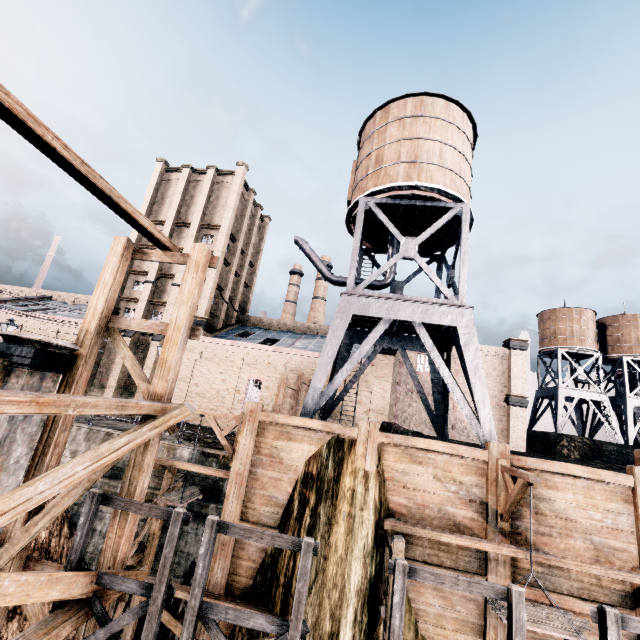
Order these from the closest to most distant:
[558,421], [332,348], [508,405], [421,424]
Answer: [332,348], [508,405], [421,424], [558,421]

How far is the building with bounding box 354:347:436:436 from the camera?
28.4 meters

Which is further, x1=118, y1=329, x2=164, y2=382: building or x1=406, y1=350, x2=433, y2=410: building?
x1=406, y1=350, x2=433, y2=410: building

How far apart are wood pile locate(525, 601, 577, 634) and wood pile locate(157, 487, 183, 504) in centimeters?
1143cm

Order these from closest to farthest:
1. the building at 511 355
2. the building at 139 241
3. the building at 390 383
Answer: the building at 390 383 < the building at 511 355 < the building at 139 241

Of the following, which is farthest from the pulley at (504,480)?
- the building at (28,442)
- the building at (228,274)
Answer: the building at (228,274)

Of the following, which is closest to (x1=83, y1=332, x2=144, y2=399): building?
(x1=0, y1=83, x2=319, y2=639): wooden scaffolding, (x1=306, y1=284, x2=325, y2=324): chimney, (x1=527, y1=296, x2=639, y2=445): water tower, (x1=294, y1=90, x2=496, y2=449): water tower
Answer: (x1=294, y1=90, x2=496, y2=449): water tower
